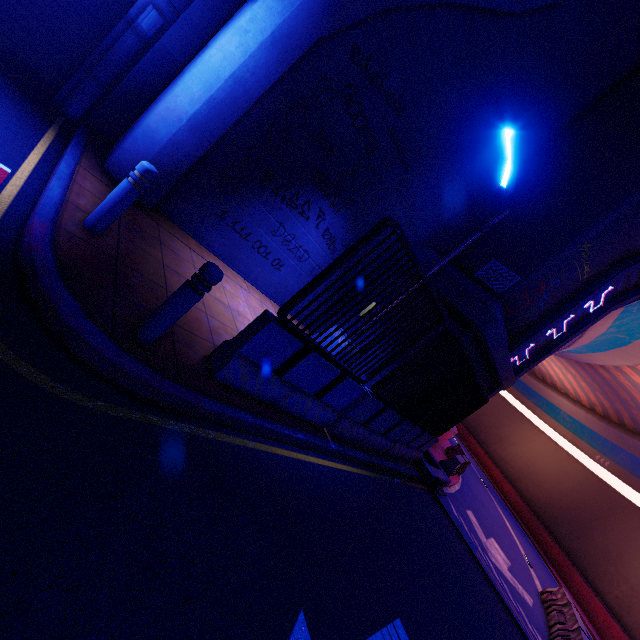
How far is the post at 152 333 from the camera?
3.07m

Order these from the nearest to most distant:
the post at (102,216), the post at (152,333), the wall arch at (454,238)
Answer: the post at (152,333) < the post at (102,216) < the wall arch at (454,238)

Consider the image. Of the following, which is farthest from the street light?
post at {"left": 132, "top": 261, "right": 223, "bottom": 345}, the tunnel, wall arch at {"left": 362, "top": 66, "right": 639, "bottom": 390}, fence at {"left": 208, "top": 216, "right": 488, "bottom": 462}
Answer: post at {"left": 132, "top": 261, "right": 223, "bottom": 345}

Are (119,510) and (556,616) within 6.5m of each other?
no

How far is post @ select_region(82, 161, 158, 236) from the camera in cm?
367

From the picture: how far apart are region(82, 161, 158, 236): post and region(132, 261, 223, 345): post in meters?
1.5

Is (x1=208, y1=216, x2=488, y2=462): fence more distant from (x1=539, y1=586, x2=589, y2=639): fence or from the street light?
(x1=539, y1=586, x2=589, y2=639): fence

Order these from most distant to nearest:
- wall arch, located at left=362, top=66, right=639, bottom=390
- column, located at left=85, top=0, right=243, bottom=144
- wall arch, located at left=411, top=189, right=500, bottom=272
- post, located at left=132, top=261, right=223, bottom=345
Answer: wall arch, located at left=411, top=189, right=500, bottom=272, wall arch, located at left=362, top=66, right=639, bottom=390, column, located at left=85, top=0, right=243, bottom=144, post, located at left=132, top=261, right=223, bottom=345
